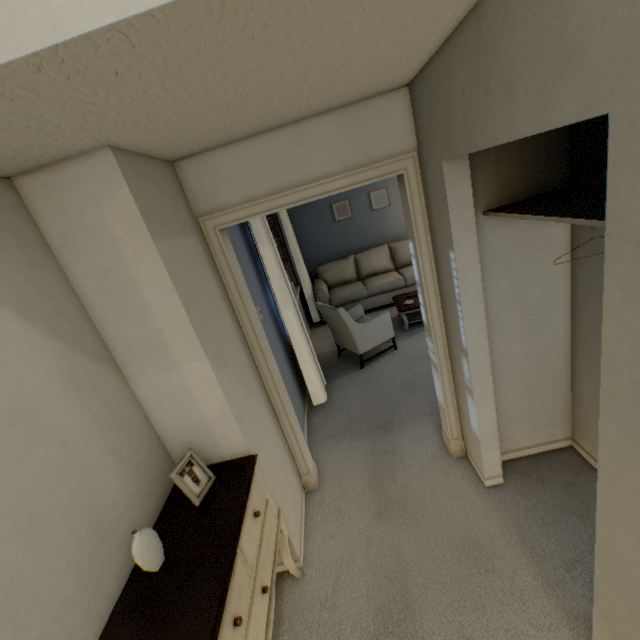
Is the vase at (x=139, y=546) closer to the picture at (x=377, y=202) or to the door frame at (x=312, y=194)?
the door frame at (x=312, y=194)

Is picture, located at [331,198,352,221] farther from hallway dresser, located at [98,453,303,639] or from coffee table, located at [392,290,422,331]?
hallway dresser, located at [98,453,303,639]

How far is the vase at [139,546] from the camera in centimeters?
119cm

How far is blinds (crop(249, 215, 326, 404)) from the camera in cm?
289

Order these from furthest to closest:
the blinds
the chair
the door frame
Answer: the chair
the blinds
the door frame

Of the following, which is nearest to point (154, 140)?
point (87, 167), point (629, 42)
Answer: point (87, 167)

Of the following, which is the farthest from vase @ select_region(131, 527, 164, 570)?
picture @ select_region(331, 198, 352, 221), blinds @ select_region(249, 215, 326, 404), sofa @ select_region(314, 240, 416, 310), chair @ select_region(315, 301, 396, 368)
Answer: picture @ select_region(331, 198, 352, 221)

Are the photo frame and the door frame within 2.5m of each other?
yes
